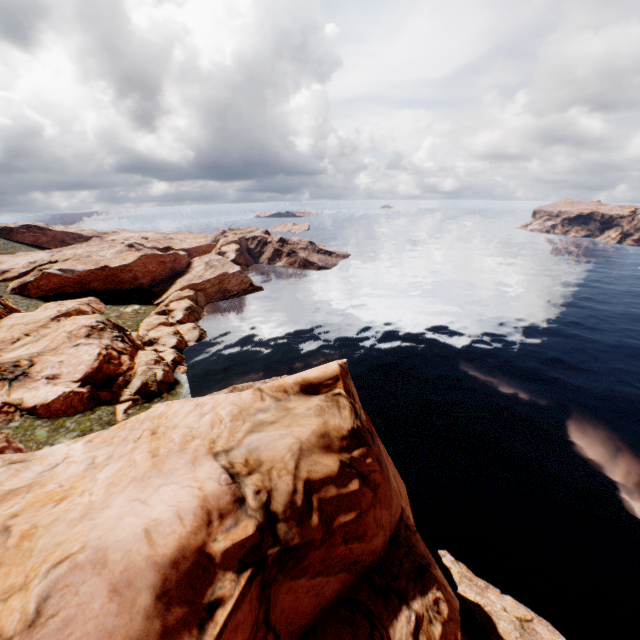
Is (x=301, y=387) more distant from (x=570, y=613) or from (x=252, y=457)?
(x=570, y=613)
